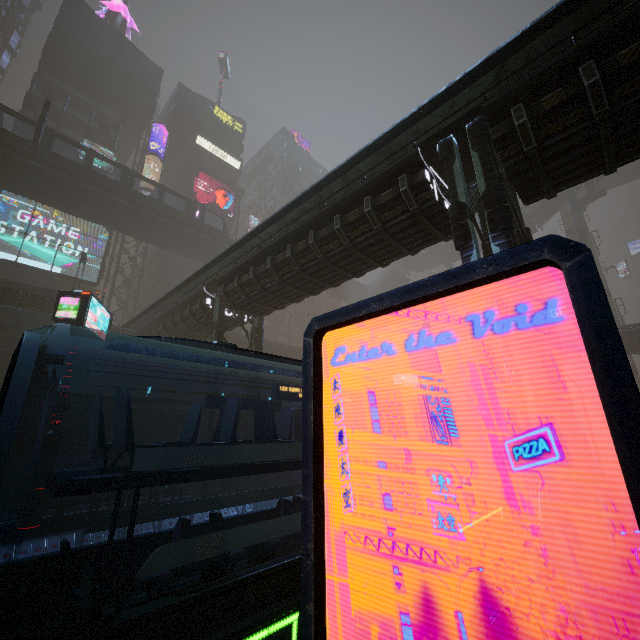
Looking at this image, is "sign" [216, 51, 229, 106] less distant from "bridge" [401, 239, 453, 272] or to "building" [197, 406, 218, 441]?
"building" [197, 406, 218, 441]

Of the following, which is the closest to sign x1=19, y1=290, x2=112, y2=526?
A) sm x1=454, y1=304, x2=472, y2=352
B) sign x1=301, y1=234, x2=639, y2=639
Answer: sm x1=454, y1=304, x2=472, y2=352

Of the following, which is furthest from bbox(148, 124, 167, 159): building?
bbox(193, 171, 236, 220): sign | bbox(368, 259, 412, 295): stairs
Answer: bbox(368, 259, 412, 295): stairs

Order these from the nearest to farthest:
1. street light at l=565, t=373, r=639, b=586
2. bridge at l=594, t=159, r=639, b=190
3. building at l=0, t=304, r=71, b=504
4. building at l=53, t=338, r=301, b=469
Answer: street light at l=565, t=373, r=639, b=586 < building at l=0, t=304, r=71, b=504 < building at l=53, t=338, r=301, b=469 < bridge at l=594, t=159, r=639, b=190

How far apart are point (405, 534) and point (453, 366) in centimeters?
3417cm

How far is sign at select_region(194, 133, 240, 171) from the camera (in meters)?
48.78

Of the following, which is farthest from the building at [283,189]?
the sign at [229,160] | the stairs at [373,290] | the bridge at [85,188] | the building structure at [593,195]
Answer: the building structure at [593,195]

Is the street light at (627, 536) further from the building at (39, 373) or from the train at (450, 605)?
the train at (450, 605)
